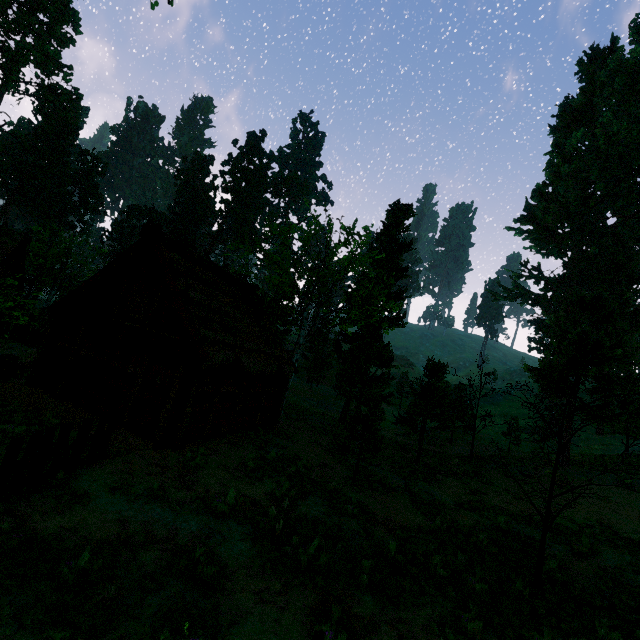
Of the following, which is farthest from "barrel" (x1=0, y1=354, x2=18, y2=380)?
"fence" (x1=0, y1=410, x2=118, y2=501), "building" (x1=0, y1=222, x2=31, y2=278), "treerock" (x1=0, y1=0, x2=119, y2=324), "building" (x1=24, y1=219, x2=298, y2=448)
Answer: "fence" (x1=0, y1=410, x2=118, y2=501)

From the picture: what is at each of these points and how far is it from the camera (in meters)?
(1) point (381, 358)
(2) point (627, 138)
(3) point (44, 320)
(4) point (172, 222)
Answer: (1) treerock, 24.89
(2) treerock, 37.84
(3) hay bale, 24.52
(4) treerock, 58.28

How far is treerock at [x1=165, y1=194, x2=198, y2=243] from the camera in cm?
5766

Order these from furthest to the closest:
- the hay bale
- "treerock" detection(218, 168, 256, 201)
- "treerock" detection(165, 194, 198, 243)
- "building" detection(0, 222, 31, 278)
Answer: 1. "treerock" detection(165, 194, 198, 243)
2. "treerock" detection(218, 168, 256, 201)
3. the hay bale
4. "building" detection(0, 222, 31, 278)

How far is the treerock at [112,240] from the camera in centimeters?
5797cm

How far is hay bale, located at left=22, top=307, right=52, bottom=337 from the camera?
24.0m

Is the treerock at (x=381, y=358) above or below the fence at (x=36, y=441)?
above
